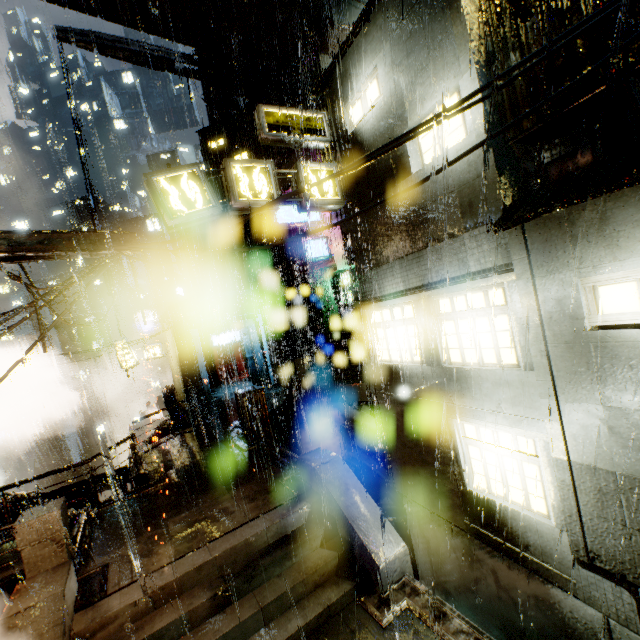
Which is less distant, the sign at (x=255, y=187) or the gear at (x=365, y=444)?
the sign at (x=255, y=187)

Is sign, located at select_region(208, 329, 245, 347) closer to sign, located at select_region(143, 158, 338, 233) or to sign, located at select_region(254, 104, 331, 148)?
sign, located at select_region(143, 158, 338, 233)

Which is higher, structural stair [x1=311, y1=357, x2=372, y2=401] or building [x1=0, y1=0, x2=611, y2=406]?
building [x1=0, y1=0, x2=611, y2=406]

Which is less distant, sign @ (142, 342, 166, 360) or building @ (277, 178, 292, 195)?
building @ (277, 178, 292, 195)

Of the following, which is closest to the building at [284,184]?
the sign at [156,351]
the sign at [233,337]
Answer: the sign at [233,337]

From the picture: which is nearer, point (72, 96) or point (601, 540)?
point (601, 540)

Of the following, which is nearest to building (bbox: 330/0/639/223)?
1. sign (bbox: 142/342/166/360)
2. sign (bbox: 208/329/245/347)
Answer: sign (bbox: 208/329/245/347)

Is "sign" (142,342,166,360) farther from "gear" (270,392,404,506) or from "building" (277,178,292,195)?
"gear" (270,392,404,506)
